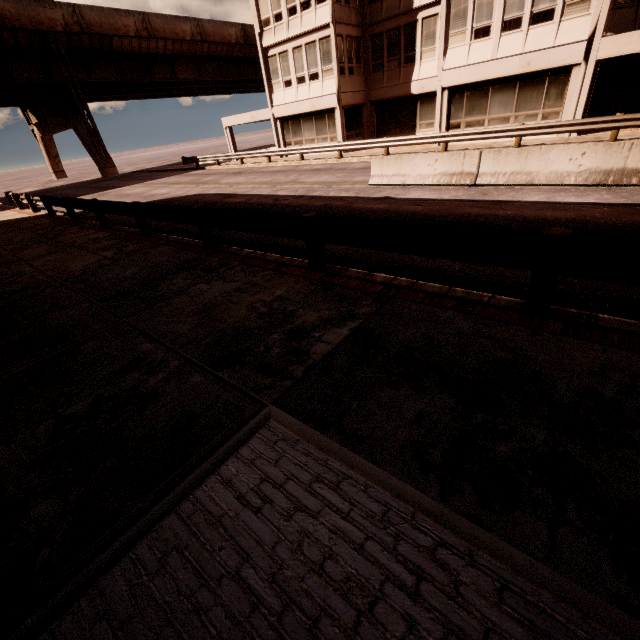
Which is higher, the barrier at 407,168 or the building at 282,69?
the building at 282,69

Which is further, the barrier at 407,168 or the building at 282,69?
the building at 282,69

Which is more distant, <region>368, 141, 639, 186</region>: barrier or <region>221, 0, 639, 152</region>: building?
<region>221, 0, 639, 152</region>: building

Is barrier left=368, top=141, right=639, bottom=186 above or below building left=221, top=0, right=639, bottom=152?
below

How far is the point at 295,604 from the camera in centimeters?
184cm
